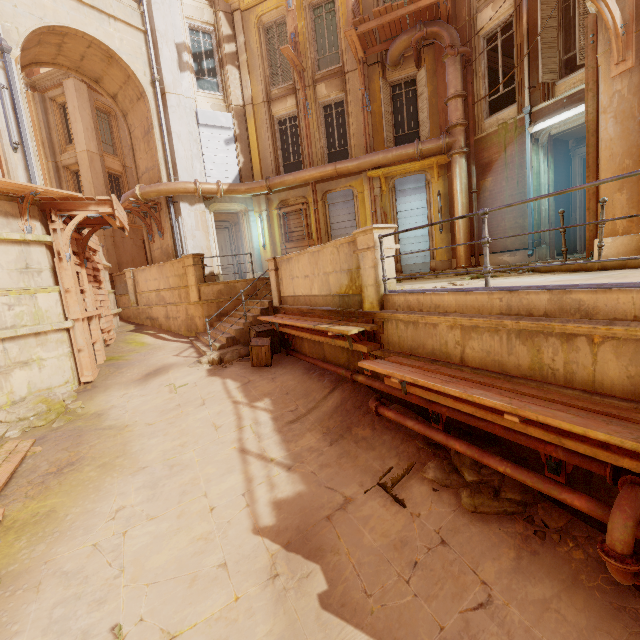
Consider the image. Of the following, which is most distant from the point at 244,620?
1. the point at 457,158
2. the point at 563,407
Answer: the point at 457,158

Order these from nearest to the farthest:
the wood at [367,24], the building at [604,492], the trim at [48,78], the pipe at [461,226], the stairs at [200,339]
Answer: the building at [604,492] → the stairs at [200,339] → the wood at [367,24] → the pipe at [461,226] → the trim at [48,78]

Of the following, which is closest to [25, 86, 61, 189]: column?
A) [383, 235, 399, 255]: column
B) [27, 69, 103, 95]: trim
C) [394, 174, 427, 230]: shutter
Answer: [27, 69, 103, 95]: trim

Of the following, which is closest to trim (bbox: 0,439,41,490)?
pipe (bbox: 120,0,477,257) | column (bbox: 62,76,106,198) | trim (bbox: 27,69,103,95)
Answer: pipe (bbox: 120,0,477,257)

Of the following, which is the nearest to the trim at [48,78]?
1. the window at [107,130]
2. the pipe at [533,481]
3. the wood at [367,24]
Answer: the window at [107,130]

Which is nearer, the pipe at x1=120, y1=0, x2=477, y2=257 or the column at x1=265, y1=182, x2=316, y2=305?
the column at x1=265, y1=182, x2=316, y2=305

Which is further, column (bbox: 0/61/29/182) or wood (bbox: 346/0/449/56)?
wood (bbox: 346/0/449/56)

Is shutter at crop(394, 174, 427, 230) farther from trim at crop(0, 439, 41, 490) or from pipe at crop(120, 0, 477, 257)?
trim at crop(0, 439, 41, 490)
